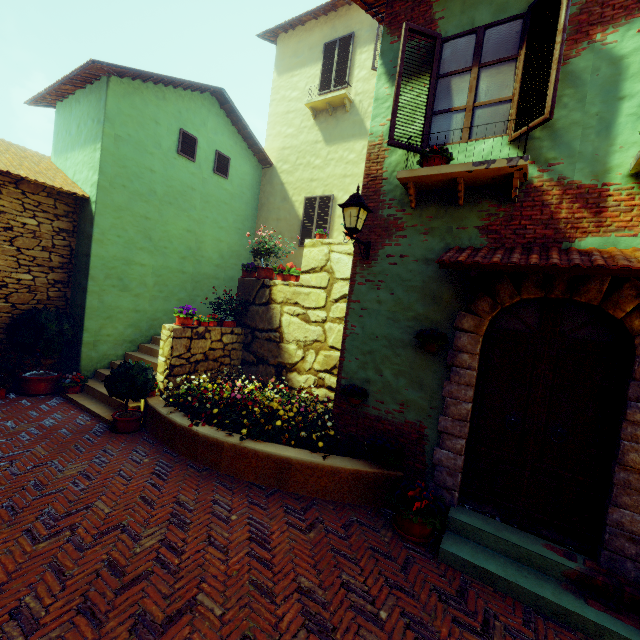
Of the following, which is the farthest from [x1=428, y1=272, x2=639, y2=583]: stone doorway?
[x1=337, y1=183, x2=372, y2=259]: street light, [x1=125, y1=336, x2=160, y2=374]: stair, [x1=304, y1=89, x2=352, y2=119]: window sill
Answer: [x1=304, y1=89, x2=352, y2=119]: window sill

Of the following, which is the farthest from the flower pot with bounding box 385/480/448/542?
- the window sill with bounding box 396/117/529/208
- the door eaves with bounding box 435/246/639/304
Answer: the window sill with bounding box 396/117/529/208

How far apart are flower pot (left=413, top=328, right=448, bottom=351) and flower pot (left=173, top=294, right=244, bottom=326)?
4.8 meters

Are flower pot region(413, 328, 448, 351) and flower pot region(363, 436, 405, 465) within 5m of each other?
yes

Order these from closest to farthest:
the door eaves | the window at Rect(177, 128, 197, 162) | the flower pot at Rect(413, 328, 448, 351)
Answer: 1. the door eaves
2. the flower pot at Rect(413, 328, 448, 351)
3. the window at Rect(177, 128, 197, 162)

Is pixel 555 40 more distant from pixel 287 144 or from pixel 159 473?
pixel 287 144

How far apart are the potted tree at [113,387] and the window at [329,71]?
9.9 meters

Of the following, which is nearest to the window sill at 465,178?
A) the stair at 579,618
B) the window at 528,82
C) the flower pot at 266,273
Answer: the window at 528,82
